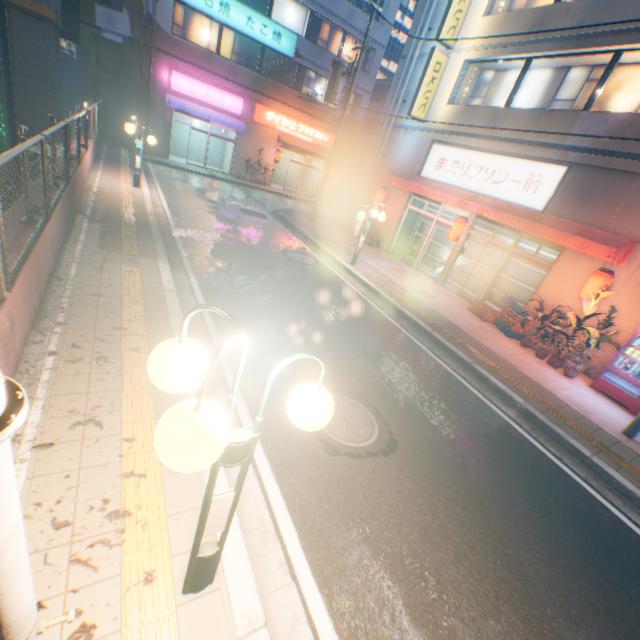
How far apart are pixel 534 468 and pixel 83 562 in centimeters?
616cm

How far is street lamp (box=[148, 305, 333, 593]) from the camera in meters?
1.2

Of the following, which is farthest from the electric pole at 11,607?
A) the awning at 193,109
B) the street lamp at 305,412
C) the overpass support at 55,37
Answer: the awning at 193,109

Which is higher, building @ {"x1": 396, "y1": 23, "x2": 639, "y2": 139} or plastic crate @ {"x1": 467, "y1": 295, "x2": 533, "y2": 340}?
building @ {"x1": 396, "y1": 23, "x2": 639, "y2": 139}

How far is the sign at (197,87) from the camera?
19.9 meters

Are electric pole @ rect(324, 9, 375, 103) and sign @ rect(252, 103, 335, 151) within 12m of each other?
yes

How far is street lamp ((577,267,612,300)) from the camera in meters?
8.6 m

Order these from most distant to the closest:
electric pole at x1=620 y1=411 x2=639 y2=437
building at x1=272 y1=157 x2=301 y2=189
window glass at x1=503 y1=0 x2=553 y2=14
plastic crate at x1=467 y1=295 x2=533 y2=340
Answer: building at x1=272 y1=157 x2=301 y2=189 → window glass at x1=503 y1=0 x2=553 y2=14 → plastic crate at x1=467 y1=295 x2=533 y2=340 → electric pole at x1=620 y1=411 x2=639 y2=437
